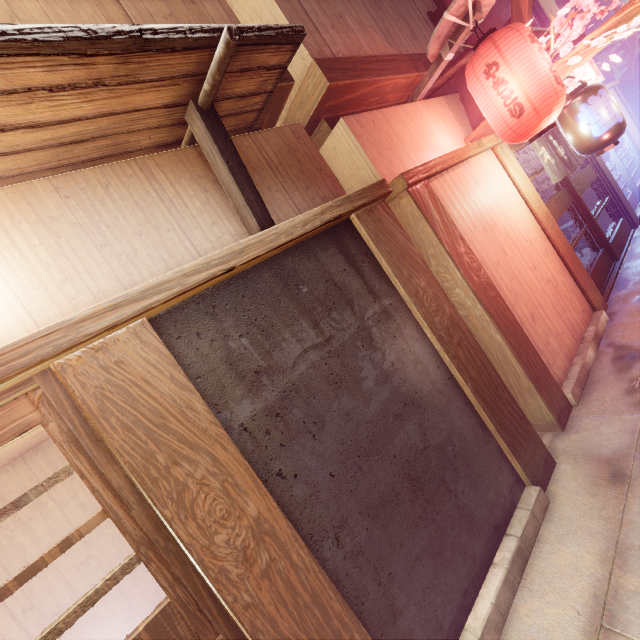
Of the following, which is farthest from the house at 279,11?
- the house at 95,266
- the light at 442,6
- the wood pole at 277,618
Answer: the wood pole at 277,618

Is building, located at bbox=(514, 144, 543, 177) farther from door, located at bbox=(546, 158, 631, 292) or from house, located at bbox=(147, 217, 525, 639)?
house, located at bbox=(147, 217, 525, 639)

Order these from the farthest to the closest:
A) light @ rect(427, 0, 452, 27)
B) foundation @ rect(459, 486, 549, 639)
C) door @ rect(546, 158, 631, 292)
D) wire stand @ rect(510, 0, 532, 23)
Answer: door @ rect(546, 158, 631, 292) < light @ rect(427, 0, 452, 27) < wire stand @ rect(510, 0, 532, 23) < foundation @ rect(459, 486, 549, 639)

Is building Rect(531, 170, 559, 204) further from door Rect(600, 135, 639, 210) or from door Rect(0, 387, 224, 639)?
door Rect(0, 387, 224, 639)

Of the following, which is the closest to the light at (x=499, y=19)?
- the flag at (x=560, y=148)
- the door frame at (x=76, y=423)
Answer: the flag at (x=560, y=148)

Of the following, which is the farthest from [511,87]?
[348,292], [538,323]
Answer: [348,292]

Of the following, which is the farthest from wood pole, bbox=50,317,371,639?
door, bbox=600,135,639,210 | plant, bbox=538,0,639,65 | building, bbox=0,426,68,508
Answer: door, bbox=600,135,639,210

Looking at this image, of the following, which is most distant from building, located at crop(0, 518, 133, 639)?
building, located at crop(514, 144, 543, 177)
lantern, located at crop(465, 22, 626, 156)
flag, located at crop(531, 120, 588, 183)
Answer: building, located at crop(514, 144, 543, 177)
